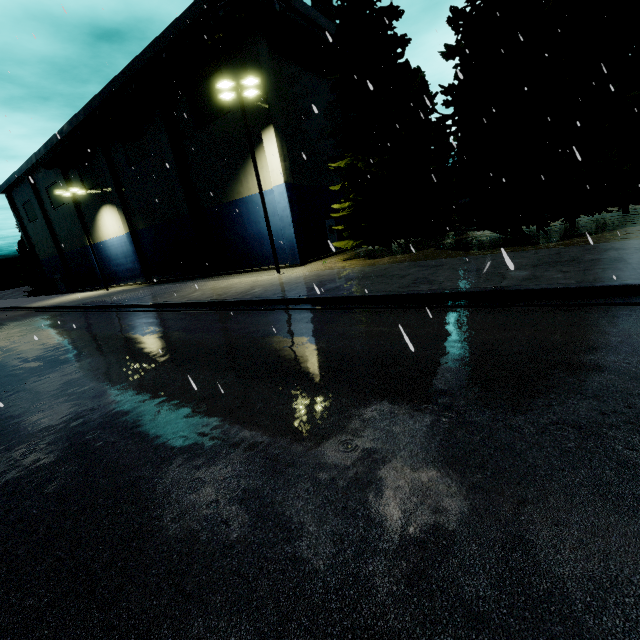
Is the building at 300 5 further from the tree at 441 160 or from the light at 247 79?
the light at 247 79

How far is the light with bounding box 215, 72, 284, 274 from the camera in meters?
15.8

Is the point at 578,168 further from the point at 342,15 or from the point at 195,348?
the point at 195,348

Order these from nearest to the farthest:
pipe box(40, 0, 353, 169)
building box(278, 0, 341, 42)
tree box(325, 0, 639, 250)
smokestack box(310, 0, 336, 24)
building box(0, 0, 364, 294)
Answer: tree box(325, 0, 639, 250), pipe box(40, 0, 353, 169), building box(278, 0, 341, 42), building box(0, 0, 364, 294), smokestack box(310, 0, 336, 24)

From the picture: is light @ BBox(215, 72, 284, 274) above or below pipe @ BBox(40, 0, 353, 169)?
below

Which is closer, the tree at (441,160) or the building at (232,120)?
the tree at (441,160)

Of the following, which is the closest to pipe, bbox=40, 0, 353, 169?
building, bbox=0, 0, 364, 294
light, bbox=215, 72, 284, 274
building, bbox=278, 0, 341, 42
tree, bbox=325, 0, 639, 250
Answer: building, bbox=0, 0, 364, 294

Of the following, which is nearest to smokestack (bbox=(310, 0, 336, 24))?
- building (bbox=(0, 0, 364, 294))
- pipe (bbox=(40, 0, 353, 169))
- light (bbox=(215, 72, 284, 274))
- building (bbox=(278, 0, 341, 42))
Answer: building (bbox=(278, 0, 341, 42))
